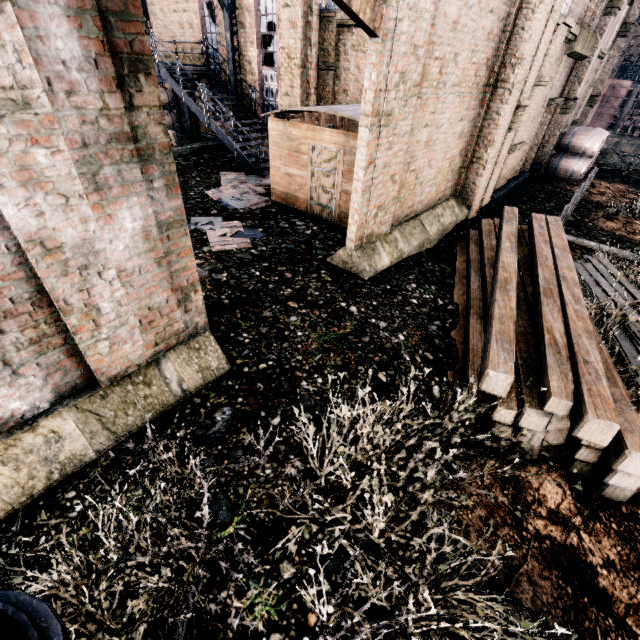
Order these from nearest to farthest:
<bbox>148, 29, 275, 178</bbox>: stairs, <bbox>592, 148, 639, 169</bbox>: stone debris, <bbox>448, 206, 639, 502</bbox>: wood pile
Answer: <bbox>448, 206, 639, 502</bbox>: wood pile < <bbox>148, 29, 275, 178</bbox>: stairs < <bbox>592, 148, 639, 169</bbox>: stone debris

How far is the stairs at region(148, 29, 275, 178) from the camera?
15.05m

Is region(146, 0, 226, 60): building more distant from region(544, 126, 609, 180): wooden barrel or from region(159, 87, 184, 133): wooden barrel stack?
region(159, 87, 184, 133): wooden barrel stack

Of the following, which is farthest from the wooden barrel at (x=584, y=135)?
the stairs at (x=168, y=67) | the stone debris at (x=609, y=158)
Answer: the stairs at (x=168, y=67)

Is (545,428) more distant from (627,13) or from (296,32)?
(627,13)

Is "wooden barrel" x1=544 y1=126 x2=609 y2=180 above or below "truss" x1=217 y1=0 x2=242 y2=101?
below

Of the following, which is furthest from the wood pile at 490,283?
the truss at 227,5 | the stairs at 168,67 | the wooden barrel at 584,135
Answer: the wooden barrel at 584,135

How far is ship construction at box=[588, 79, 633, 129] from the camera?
57.3m
